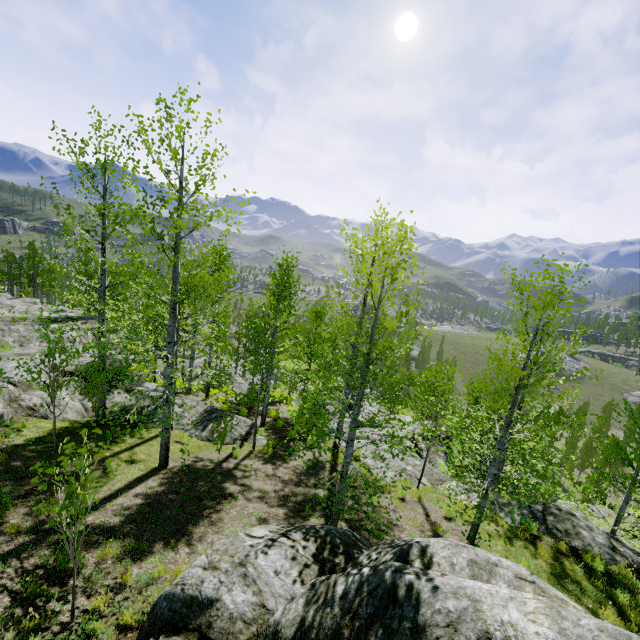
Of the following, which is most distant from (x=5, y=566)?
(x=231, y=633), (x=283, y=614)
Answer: (x=283, y=614)

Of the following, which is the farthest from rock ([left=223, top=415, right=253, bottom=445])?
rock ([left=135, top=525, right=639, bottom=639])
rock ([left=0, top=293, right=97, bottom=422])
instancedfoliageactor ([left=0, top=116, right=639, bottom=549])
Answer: instancedfoliageactor ([left=0, top=116, right=639, bottom=549])

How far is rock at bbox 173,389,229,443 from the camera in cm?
1402

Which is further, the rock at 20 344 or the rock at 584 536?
the rock at 20 344

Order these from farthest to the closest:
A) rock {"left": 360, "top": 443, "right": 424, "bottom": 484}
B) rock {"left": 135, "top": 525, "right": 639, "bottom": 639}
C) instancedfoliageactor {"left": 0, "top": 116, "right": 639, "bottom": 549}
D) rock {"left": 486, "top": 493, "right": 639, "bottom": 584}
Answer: rock {"left": 360, "top": 443, "right": 424, "bottom": 484}
rock {"left": 486, "top": 493, "right": 639, "bottom": 584}
instancedfoliageactor {"left": 0, "top": 116, "right": 639, "bottom": 549}
rock {"left": 135, "top": 525, "right": 639, "bottom": 639}

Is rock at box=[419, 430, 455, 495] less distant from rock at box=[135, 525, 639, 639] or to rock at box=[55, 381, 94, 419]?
rock at box=[135, 525, 639, 639]

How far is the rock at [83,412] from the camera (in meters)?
12.54
